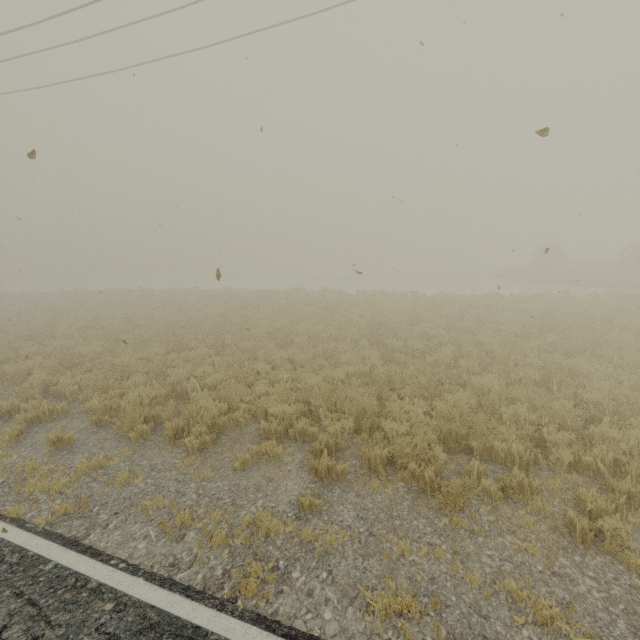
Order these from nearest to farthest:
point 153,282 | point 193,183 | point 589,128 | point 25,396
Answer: point 589,128, point 25,396, point 193,183, point 153,282
